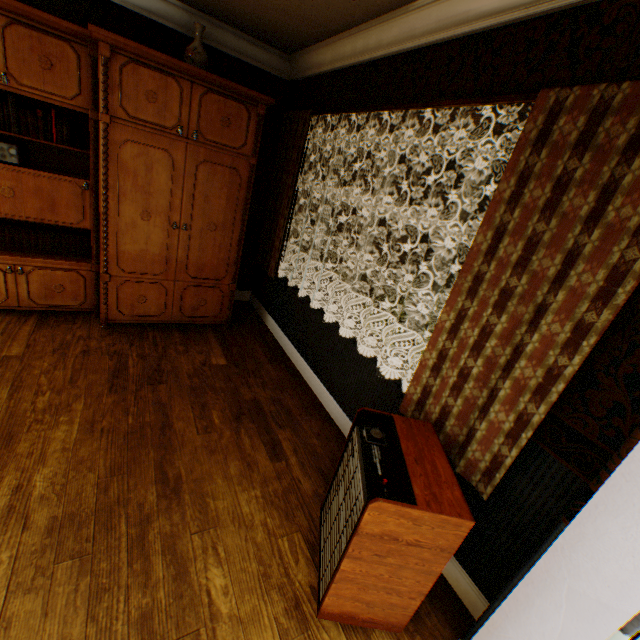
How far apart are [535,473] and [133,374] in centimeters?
307cm

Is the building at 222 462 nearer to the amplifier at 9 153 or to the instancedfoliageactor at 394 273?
the amplifier at 9 153

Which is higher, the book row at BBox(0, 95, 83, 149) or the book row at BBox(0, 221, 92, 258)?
the book row at BBox(0, 95, 83, 149)

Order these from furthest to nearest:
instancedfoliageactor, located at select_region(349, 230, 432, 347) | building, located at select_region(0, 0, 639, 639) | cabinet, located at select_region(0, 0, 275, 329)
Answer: instancedfoliageactor, located at select_region(349, 230, 432, 347)
cabinet, located at select_region(0, 0, 275, 329)
building, located at select_region(0, 0, 639, 639)

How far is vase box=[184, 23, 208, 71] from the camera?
2.9m

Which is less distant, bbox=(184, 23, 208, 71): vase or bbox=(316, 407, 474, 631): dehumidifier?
bbox=(316, 407, 474, 631): dehumidifier

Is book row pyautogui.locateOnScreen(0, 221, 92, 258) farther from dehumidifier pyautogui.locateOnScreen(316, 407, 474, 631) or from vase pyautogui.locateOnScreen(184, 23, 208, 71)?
dehumidifier pyautogui.locateOnScreen(316, 407, 474, 631)

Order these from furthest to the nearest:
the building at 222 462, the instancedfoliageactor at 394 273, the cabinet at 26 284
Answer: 1. the instancedfoliageactor at 394 273
2. the cabinet at 26 284
3. the building at 222 462
